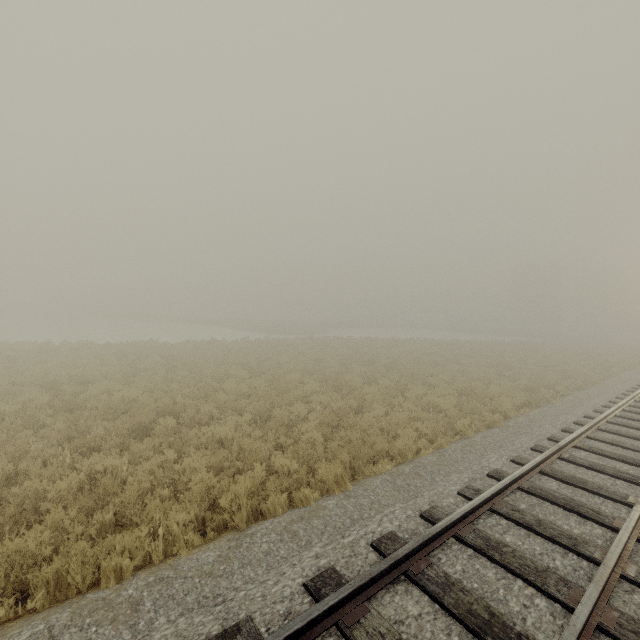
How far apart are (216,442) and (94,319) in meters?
59.2 m
